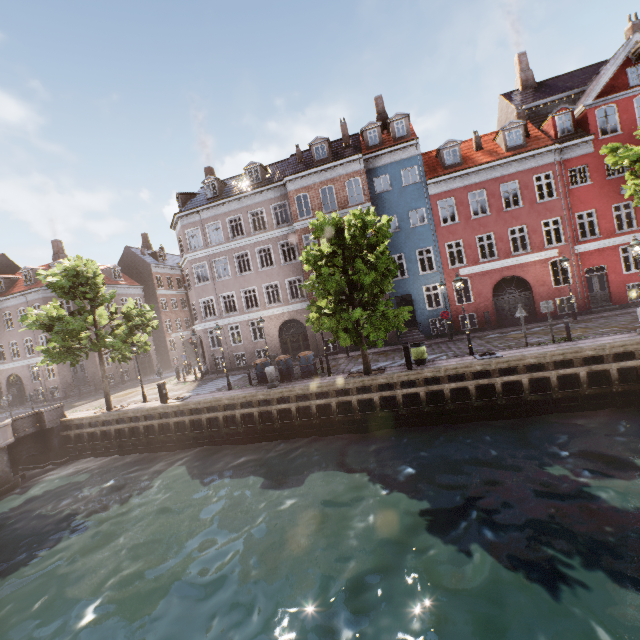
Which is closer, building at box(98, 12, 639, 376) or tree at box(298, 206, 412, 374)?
tree at box(298, 206, 412, 374)

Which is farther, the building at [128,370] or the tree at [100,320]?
the building at [128,370]

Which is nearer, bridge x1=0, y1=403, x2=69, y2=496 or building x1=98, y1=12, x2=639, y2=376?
bridge x1=0, y1=403, x2=69, y2=496

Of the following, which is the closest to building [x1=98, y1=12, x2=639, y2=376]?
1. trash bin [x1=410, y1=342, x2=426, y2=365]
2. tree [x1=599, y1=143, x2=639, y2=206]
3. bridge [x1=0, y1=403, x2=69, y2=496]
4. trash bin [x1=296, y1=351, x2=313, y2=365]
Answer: tree [x1=599, y1=143, x2=639, y2=206]

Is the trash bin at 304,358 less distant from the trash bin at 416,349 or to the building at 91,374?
the trash bin at 416,349

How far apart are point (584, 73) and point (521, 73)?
4.4 meters

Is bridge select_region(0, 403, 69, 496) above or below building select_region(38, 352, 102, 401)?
below

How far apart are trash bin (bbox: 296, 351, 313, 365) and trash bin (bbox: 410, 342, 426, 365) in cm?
542
